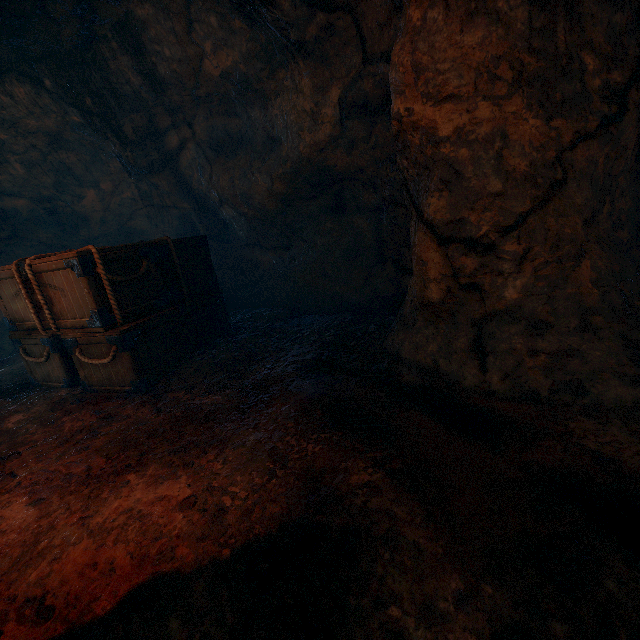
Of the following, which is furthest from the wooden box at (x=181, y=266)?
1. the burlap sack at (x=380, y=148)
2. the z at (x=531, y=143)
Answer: the z at (x=531, y=143)

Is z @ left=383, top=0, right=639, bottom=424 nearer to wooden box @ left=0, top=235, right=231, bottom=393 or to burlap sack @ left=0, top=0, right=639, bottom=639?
burlap sack @ left=0, top=0, right=639, bottom=639

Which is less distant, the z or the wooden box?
the z

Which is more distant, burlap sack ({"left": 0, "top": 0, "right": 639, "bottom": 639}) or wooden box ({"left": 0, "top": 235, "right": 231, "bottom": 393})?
wooden box ({"left": 0, "top": 235, "right": 231, "bottom": 393})

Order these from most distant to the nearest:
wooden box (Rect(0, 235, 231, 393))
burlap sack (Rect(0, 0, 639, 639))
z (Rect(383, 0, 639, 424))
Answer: wooden box (Rect(0, 235, 231, 393))
z (Rect(383, 0, 639, 424))
burlap sack (Rect(0, 0, 639, 639))

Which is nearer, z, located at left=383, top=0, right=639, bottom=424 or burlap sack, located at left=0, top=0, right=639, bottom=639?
burlap sack, located at left=0, top=0, right=639, bottom=639

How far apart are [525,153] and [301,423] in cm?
272
